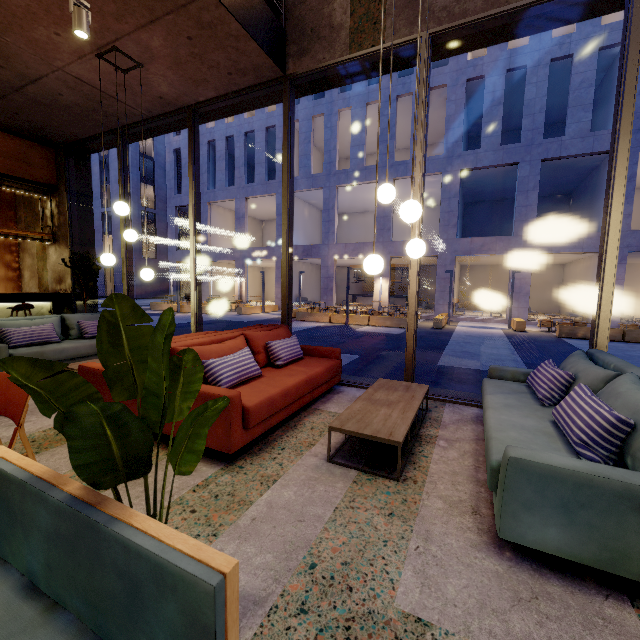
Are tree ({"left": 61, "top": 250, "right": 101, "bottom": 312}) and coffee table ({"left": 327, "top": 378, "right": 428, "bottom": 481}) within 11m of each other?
yes

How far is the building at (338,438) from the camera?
2.9m

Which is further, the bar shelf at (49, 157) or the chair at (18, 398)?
the bar shelf at (49, 157)

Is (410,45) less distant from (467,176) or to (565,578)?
(565,578)

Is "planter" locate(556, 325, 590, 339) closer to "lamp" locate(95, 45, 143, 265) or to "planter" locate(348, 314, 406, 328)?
"planter" locate(348, 314, 406, 328)

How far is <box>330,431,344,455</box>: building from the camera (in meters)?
2.89

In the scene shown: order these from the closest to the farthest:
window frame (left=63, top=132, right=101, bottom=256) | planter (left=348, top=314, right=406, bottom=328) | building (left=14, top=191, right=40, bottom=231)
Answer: window frame (left=63, top=132, right=101, bottom=256) → building (left=14, top=191, right=40, bottom=231) → planter (left=348, top=314, right=406, bottom=328)
